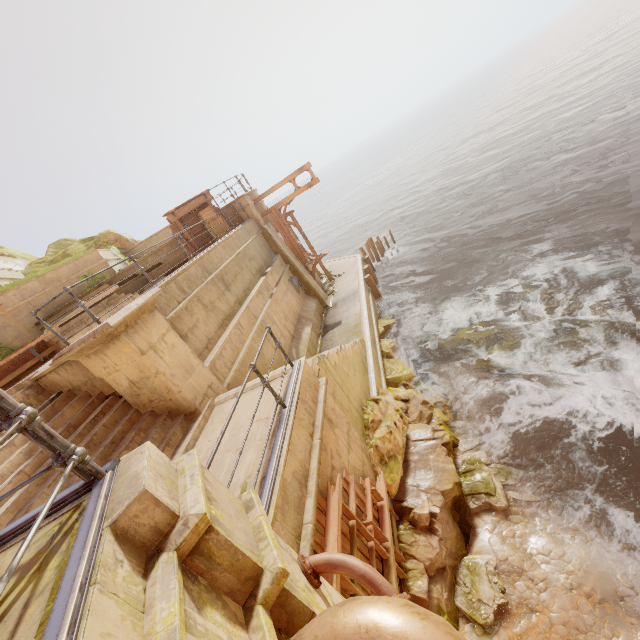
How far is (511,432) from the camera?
8.3 meters

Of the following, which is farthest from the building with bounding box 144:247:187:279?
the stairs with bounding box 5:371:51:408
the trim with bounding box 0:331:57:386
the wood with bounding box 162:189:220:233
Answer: the trim with bounding box 0:331:57:386

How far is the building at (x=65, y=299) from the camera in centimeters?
1202cm

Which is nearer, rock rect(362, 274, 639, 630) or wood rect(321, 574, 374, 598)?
wood rect(321, 574, 374, 598)

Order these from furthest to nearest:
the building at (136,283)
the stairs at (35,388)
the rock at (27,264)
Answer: the rock at (27,264) < the building at (136,283) < the stairs at (35,388)

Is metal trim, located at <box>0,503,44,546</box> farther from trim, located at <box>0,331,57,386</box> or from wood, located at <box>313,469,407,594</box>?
trim, located at <box>0,331,57,386</box>

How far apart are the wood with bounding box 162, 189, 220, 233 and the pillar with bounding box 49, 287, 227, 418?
7.14m

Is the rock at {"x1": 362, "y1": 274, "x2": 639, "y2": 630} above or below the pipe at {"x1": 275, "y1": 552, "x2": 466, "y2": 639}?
below
